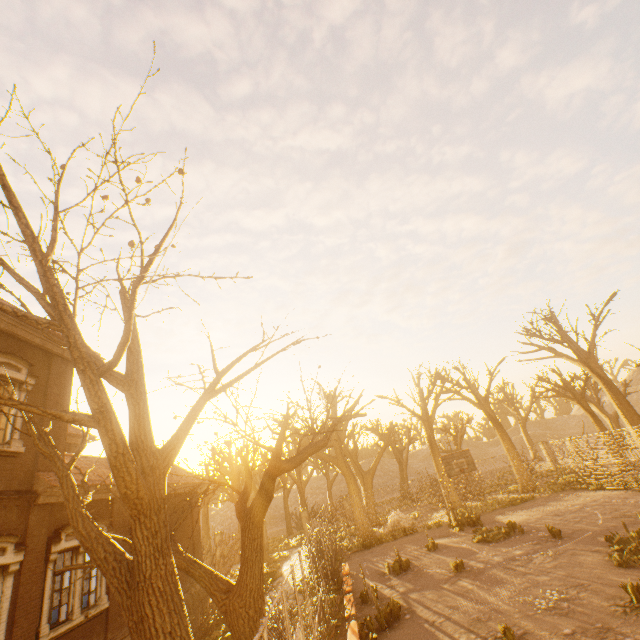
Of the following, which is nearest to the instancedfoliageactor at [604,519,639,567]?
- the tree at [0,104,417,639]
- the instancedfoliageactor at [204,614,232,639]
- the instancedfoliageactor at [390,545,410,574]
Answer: the tree at [0,104,417,639]

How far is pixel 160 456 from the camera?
4.1 meters

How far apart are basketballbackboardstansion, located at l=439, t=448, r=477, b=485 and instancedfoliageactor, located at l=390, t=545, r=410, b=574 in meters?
5.3

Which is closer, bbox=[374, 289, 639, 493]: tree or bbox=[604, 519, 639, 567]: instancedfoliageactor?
bbox=[604, 519, 639, 567]: instancedfoliageactor

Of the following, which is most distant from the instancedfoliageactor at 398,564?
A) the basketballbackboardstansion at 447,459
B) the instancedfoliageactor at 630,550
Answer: the instancedfoliageactor at 630,550

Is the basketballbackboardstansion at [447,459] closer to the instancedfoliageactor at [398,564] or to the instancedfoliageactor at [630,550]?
the instancedfoliageactor at [398,564]

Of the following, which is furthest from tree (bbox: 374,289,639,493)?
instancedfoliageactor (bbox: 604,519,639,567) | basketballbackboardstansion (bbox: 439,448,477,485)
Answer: instancedfoliageactor (bbox: 604,519,639,567)

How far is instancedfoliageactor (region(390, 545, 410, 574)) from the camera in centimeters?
1390cm
